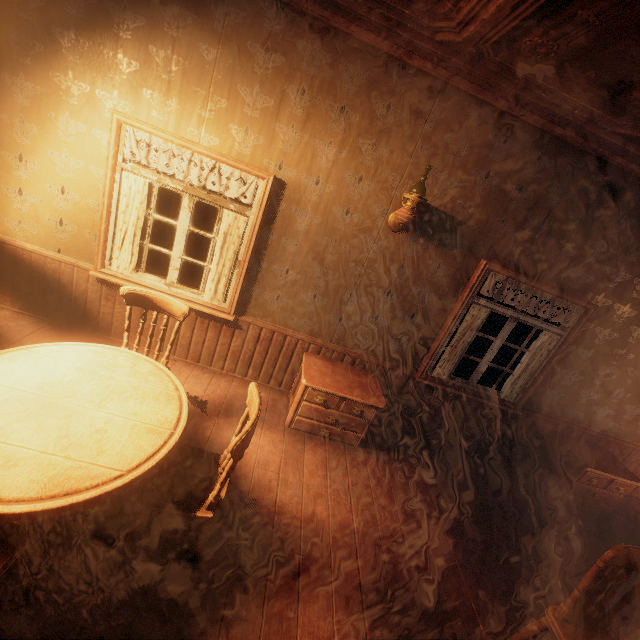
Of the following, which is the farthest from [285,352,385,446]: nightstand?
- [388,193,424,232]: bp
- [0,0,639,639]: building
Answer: [388,193,424,232]: bp

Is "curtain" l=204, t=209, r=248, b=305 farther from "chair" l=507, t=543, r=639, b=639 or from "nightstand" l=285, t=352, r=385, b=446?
"chair" l=507, t=543, r=639, b=639

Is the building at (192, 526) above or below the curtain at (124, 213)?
below

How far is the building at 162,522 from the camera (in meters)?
2.31

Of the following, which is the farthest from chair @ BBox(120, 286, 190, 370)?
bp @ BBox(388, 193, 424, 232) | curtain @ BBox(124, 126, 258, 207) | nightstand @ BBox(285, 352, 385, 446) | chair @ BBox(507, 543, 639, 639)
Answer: chair @ BBox(507, 543, 639, 639)

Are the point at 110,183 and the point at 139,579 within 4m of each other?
yes

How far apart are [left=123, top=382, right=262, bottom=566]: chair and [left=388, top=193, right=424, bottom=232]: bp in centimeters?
216cm

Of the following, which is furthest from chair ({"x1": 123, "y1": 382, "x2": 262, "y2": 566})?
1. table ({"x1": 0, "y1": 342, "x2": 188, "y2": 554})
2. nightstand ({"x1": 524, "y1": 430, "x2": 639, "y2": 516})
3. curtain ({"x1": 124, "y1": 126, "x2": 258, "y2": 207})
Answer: nightstand ({"x1": 524, "y1": 430, "x2": 639, "y2": 516})
